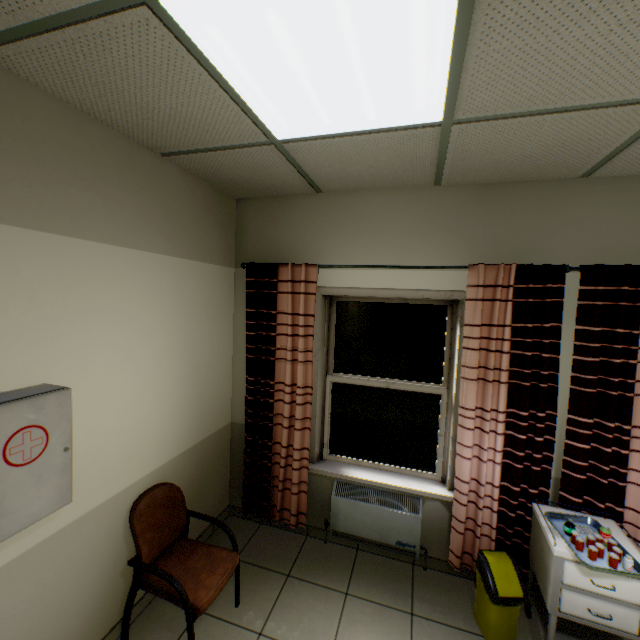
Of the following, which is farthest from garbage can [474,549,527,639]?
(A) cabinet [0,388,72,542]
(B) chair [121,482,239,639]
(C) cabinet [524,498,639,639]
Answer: (A) cabinet [0,388,72,542]

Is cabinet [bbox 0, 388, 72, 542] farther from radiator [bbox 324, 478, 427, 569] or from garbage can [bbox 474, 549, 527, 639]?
garbage can [bbox 474, 549, 527, 639]

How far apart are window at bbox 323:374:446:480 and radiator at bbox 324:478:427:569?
0.1m

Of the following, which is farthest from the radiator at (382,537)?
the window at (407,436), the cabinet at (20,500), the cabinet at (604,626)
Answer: the cabinet at (20,500)

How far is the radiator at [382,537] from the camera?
2.8 meters

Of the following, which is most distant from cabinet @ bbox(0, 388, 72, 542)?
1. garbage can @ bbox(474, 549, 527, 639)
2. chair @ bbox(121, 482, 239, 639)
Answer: garbage can @ bbox(474, 549, 527, 639)

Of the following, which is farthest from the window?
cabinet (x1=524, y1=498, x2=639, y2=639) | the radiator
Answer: cabinet (x1=524, y1=498, x2=639, y2=639)

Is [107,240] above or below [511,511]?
above
